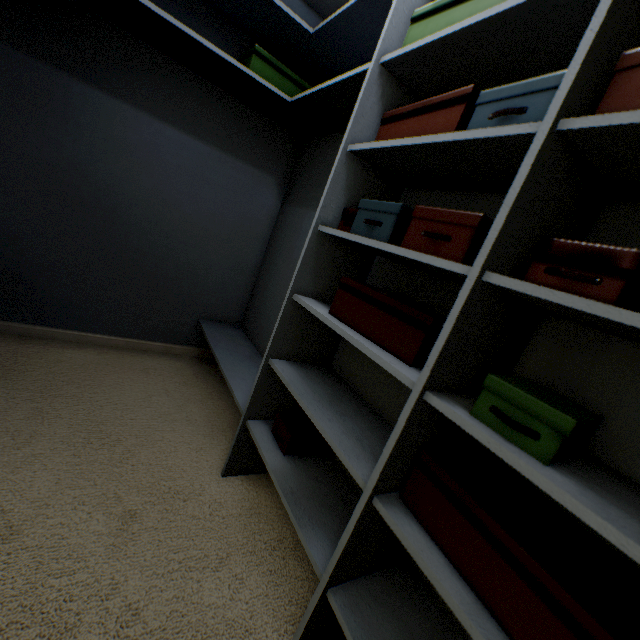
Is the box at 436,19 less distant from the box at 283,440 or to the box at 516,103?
the box at 516,103

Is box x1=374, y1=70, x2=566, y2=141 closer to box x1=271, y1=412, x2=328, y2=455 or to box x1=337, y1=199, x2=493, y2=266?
box x1=337, y1=199, x2=493, y2=266

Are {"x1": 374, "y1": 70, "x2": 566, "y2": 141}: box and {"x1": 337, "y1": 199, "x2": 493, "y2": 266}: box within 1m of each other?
yes

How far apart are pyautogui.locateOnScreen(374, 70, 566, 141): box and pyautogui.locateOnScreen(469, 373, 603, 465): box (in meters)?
0.59

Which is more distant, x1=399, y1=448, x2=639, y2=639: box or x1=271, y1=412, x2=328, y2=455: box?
x1=271, y1=412, x2=328, y2=455: box

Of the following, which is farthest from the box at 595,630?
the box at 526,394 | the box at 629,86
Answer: the box at 629,86

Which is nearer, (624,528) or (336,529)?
(624,528)

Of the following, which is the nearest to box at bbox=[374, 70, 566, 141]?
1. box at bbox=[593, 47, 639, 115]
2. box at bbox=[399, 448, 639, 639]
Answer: box at bbox=[593, 47, 639, 115]
